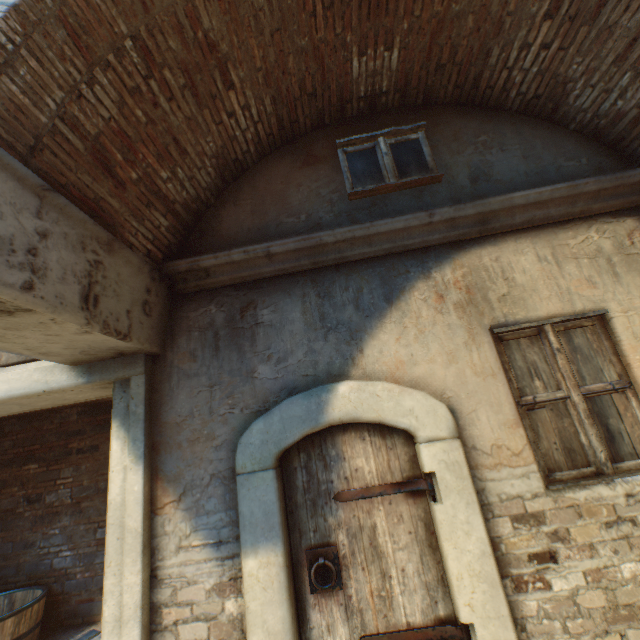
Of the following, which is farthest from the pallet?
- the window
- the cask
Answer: the window

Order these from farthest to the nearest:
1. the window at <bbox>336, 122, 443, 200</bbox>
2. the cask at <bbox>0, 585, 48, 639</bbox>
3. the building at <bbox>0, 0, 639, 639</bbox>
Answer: the cask at <bbox>0, 585, 48, 639</bbox> < the window at <bbox>336, 122, 443, 200</bbox> < the building at <bbox>0, 0, 639, 639</bbox>

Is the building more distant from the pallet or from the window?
the pallet

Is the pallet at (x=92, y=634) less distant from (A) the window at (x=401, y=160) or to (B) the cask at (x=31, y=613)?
(B) the cask at (x=31, y=613)

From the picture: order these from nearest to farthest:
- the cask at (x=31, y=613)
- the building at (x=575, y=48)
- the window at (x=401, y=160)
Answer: the building at (x=575, y=48), the window at (x=401, y=160), the cask at (x=31, y=613)

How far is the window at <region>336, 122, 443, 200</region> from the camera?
3.4m

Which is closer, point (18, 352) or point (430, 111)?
point (18, 352)

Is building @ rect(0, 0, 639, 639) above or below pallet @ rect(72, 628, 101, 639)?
above
